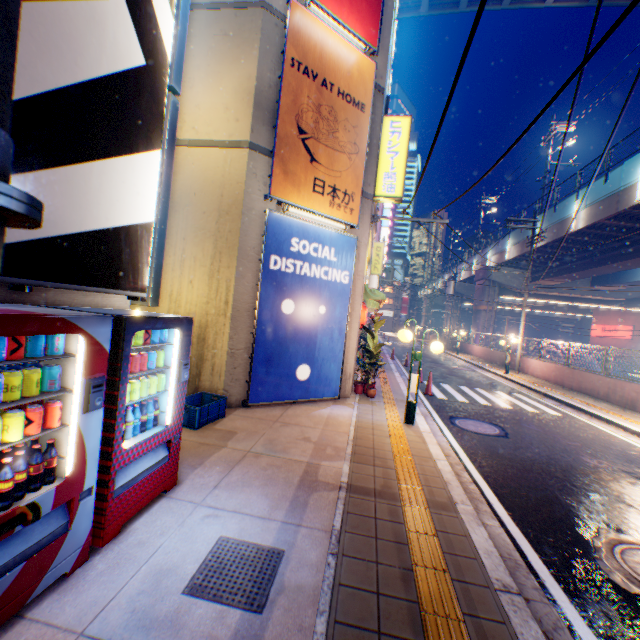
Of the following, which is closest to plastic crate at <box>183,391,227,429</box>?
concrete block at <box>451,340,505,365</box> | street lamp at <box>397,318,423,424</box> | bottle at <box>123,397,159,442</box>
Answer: bottle at <box>123,397,159,442</box>

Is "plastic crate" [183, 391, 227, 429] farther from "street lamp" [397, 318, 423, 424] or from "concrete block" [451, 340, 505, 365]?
"concrete block" [451, 340, 505, 365]

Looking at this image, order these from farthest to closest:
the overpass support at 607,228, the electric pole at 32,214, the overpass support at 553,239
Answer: the overpass support at 553,239 < the overpass support at 607,228 < the electric pole at 32,214

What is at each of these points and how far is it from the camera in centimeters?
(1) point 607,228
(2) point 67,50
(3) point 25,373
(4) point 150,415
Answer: (1) overpass support, 1966cm
(2) billboard, 272cm
(3) metal can, 219cm
(4) bottle, 352cm

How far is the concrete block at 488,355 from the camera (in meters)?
23.50

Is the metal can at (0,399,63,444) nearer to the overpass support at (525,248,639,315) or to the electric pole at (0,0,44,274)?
the electric pole at (0,0,44,274)

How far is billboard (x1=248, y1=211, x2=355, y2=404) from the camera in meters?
7.2

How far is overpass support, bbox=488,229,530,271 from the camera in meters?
27.2 m
